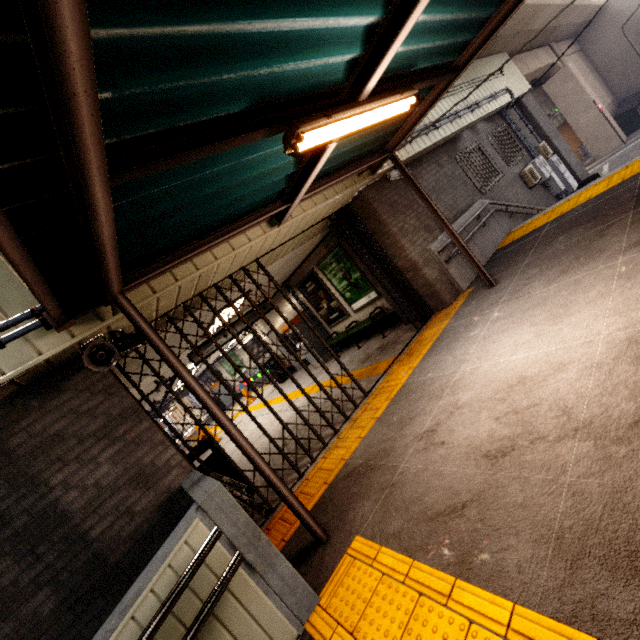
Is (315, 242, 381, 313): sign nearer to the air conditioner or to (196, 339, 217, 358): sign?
(196, 339, 217, 358): sign

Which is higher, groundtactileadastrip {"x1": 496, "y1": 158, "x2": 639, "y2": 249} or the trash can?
the trash can

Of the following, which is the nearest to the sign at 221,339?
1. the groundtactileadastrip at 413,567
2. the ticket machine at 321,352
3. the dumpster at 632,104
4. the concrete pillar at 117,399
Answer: the ticket machine at 321,352

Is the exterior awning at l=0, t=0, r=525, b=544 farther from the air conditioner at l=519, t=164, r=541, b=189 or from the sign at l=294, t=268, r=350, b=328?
the air conditioner at l=519, t=164, r=541, b=189

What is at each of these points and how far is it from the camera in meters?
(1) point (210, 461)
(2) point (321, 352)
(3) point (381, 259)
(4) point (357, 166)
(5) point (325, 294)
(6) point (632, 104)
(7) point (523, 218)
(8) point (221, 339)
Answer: (1) trash can, 5.2
(2) ticket machine, 10.8
(3) gate, 6.8
(4) exterior awning, 5.1
(5) sign, 9.6
(6) dumpster, 18.8
(7) stairs, 9.2
(8) sign, 9.1

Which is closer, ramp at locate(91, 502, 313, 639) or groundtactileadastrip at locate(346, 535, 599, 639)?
groundtactileadastrip at locate(346, 535, 599, 639)

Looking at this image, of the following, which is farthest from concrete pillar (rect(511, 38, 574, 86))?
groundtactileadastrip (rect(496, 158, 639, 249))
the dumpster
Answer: groundtactileadastrip (rect(496, 158, 639, 249))

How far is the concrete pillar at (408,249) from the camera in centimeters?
655cm
